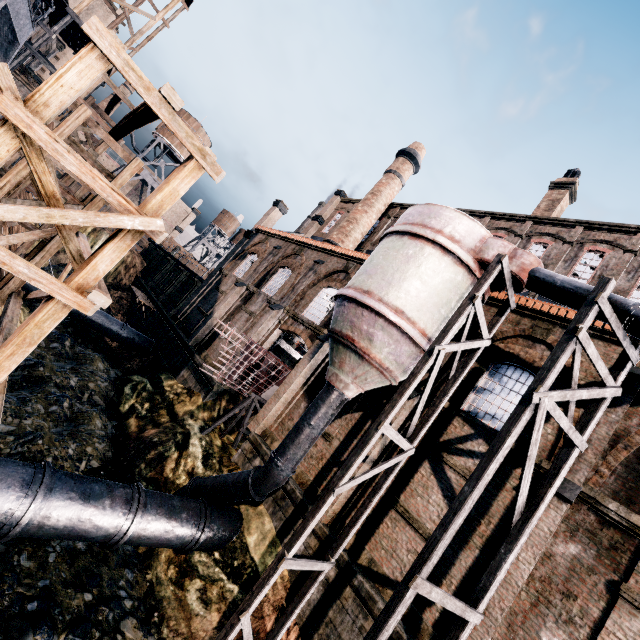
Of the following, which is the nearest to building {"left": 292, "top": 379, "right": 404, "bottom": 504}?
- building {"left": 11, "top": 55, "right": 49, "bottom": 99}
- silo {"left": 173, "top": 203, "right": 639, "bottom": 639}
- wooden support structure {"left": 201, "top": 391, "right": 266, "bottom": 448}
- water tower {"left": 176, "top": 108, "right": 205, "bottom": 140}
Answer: silo {"left": 173, "top": 203, "right": 639, "bottom": 639}

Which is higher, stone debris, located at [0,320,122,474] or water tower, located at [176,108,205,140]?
water tower, located at [176,108,205,140]

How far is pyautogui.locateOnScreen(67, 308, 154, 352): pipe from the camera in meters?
24.9

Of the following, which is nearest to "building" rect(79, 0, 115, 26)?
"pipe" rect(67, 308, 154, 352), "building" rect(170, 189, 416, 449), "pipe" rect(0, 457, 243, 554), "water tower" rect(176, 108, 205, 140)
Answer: "water tower" rect(176, 108, 205, 140)

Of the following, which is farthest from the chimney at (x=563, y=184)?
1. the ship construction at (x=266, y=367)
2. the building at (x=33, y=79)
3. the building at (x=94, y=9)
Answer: the building at (x=94, y=9)

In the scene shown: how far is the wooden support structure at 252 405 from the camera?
18.5m

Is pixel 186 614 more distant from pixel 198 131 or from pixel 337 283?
pixel 198 131

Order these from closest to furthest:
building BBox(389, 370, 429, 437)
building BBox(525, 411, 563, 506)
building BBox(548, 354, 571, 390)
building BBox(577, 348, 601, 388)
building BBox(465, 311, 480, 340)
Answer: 1. building BBox(525, 411, 563, 506)
2. building BBox(577, 348, 601, 388)
3. building BBox(548, 354, 571, 390)
4. building BBox(389, 370, 429, 437)
5. building BBox(465, 311, 480, 340)
